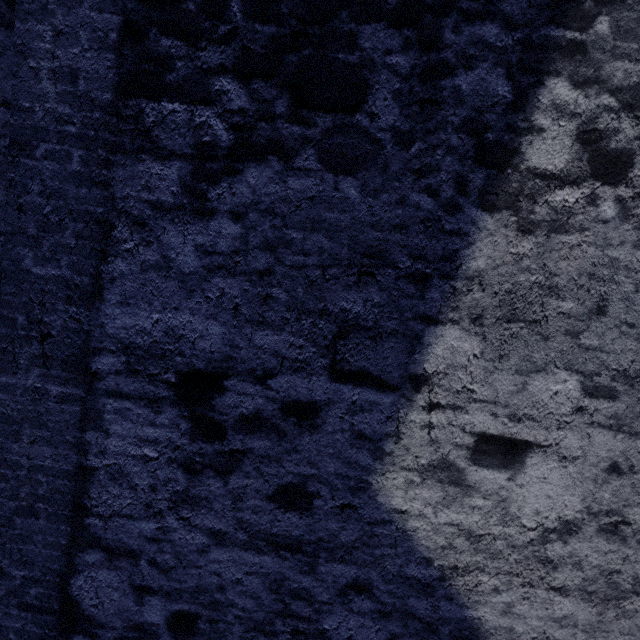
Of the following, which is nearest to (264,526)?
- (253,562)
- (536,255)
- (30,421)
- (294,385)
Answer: (253,562)
